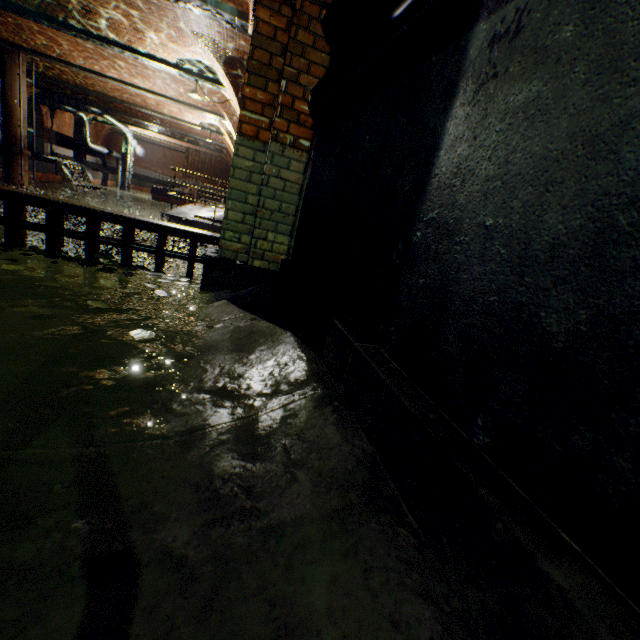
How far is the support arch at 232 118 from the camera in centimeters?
1420cm

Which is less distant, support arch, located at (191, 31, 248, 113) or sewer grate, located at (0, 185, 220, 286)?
sewer grate, located at (0, 185, 220, 286)

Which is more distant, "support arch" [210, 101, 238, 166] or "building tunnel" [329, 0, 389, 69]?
"support arch" [210, 101, 238, 166]

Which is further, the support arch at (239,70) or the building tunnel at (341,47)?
the support arch at (239,70)

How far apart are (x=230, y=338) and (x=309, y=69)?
2.3m

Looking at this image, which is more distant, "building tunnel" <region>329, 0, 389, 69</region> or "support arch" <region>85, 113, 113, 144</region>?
"support arch" <region>85, 113, 113, 144</region>

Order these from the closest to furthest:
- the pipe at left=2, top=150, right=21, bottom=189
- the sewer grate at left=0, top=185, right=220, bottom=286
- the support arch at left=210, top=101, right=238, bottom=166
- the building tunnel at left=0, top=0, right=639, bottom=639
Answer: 1. the building tunnel at left=0, top=0, right=639, bottom=639
2. the sewer grate at left=0, top=185, right=220, bottom=286
3. the support arch at left=210, top=101, right=238, bottom=166
4. the pipe at left=2, top=150, right=21, bottom=189

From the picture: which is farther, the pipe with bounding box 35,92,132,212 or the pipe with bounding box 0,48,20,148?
the pipe with bounding box 35,92,132,212
